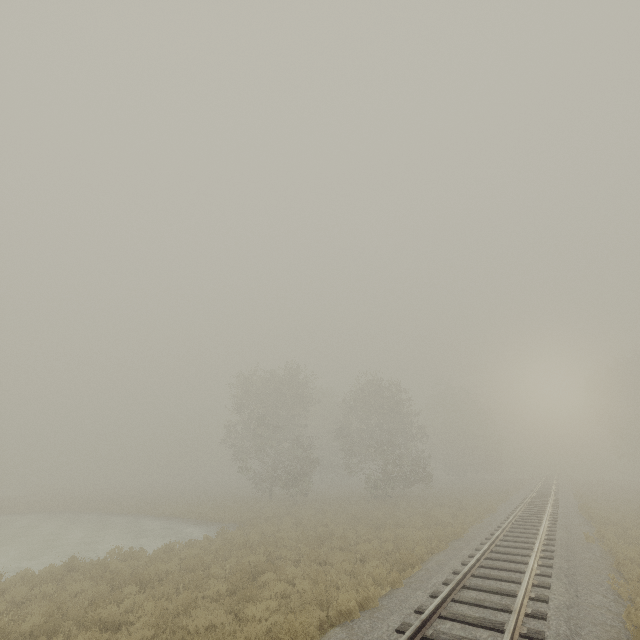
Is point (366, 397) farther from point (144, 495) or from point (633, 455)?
point (633, 455)
